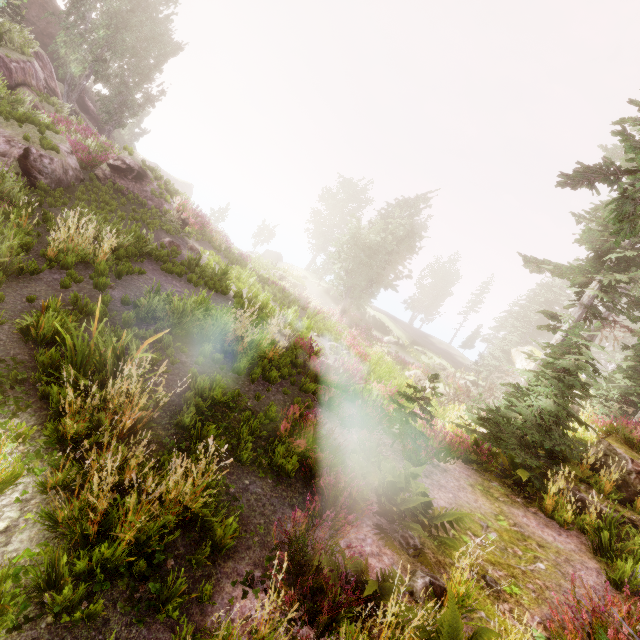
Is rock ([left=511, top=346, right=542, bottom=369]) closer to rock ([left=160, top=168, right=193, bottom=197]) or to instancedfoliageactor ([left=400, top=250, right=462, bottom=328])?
instancedfoliageactor ([left=400, top=250, right=462, bottom=328])

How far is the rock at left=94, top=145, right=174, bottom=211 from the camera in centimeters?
1599cm

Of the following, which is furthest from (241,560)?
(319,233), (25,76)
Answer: (319,233)

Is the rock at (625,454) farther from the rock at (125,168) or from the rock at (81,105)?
the rock at (81,105)

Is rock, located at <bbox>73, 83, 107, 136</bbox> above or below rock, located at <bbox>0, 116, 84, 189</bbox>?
above

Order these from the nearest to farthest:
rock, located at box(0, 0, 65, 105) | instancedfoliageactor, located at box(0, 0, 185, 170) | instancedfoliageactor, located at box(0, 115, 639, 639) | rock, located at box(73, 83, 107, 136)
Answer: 1. instancedfoliageactor, located at box(0, 115, 639, 639)
2. instancedfoliageactor, located at box(0, 0, 185, 170)
3. rock, located at box(0, 0, 65, 105)
4. rock, located at box(73, 83, 107, 136)

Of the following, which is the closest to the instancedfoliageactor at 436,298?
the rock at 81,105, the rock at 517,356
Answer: the rock at 517,356
